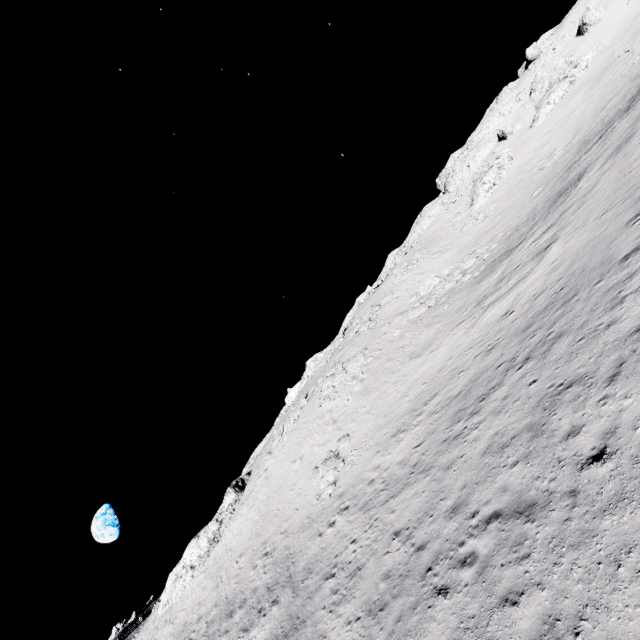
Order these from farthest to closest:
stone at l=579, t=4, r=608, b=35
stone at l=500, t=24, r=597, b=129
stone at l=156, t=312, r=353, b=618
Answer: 1. stone at l=579, t=4, r=608, b=35
2. stone at l=500, t=24, r=597, b=129
3. stone at l=156, t=312, r=353, b=618

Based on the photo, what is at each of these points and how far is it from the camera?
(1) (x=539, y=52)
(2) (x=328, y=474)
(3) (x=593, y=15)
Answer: (1) stone, 58.22m
(2) stone, 22.38m
(3) stone, 47.06m

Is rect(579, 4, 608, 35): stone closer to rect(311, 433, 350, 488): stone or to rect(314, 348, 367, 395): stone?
rect(314, 348, 367, 395): stone

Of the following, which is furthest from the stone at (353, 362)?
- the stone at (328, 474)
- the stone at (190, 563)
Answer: the stone at (190, 563)

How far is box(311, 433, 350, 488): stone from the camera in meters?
22.1

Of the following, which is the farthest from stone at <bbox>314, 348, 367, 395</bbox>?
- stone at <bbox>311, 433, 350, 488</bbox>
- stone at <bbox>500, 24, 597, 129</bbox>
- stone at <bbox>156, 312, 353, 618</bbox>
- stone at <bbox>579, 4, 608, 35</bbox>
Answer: stone at <bbox>579, 4, 608, 35</bbox>

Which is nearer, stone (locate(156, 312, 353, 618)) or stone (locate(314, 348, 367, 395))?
stone (locate(314, 348, 367, 395))

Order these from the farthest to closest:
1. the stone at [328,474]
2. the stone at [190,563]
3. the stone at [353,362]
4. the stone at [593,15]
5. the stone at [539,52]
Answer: the stone at [593,15]
the stone at [539,52]
the stone at [190,563]
the stone at [353,362]
the stone at [328,474]
